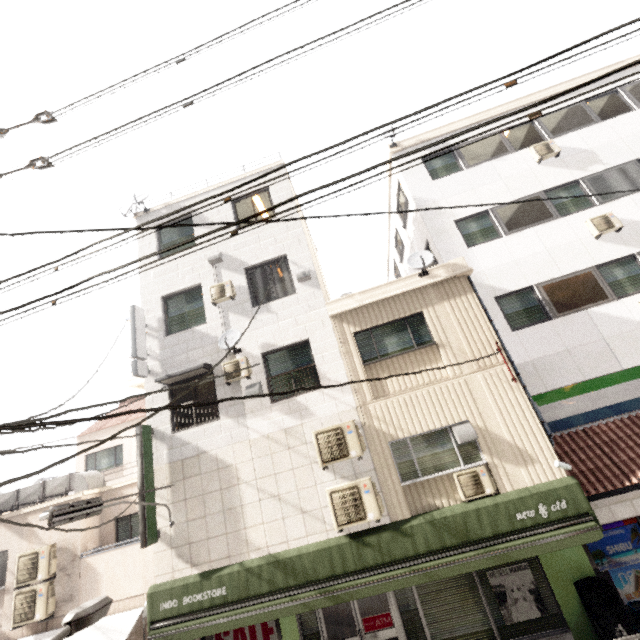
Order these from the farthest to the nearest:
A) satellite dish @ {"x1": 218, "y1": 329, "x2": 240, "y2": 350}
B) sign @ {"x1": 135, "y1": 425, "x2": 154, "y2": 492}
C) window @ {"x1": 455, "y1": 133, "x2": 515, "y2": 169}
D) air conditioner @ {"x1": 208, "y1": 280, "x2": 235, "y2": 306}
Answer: window @ {"x1": 455, "y1": 133, "x2": 515, "y2": 169} < air conditioner @ {"x1": 208, "y1": 280, "x2": 235, "y2": 306} < satellite dish @ {"x1": 218, "y1": 329, "x2": 240, "y2": 350} < sign @ {"x1": 135, "y1": 425, "x2": 154, "y2": 492}

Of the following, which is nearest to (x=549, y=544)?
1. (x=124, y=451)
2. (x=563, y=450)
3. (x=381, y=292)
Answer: (x=563, y=450)

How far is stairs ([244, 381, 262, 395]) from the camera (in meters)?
8.71

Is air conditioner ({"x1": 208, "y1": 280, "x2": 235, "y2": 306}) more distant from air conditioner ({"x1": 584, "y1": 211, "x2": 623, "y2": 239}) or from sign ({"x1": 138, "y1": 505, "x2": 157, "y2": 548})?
air conditioner ({"x1": 584, "y1": 211, "x2": 623, "y2": 239})

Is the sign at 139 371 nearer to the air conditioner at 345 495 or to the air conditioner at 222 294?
the air conditioner at 222 294

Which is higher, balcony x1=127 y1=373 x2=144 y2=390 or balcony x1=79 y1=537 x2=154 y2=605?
balcony x1=127 y1=373 x2=144 y2=390

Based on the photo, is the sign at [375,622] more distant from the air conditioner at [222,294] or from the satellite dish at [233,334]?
the air conditioner at [222,294]

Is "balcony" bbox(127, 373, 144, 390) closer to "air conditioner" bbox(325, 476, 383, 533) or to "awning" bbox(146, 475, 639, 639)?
"awning" bbox(146, 475, 639, 639)
